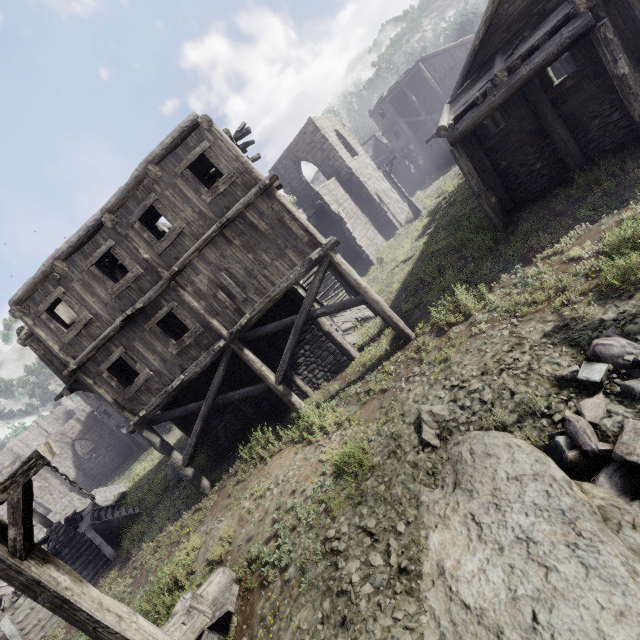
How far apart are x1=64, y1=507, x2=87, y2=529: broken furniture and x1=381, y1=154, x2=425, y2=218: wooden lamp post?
30.1 meters

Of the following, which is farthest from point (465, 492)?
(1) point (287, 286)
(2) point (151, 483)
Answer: (2) point (151, 483)

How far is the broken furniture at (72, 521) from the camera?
17.3m

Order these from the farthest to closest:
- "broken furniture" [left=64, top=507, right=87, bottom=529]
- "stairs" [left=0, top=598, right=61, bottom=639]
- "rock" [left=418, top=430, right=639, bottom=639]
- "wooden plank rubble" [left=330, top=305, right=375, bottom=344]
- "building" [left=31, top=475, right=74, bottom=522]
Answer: "building" [left=31, top=475, right=74, bottom=522]
"broken furniture" [left=64, top=507, right=87, bottom=529]
"wooden plank rubble" [left=330, top=305, right=375, bottom=344]
"stairs" [left=0, top=598, right=61, bottom=639]
"rock" [left=418, top=430, right=639, bottom=639]

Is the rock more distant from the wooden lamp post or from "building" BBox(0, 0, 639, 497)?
the wooden lamp post

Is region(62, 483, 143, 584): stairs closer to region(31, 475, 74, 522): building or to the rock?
region(31, 475, 74, 522): building

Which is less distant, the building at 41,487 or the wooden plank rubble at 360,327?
the wooden plank rubble at 360,327

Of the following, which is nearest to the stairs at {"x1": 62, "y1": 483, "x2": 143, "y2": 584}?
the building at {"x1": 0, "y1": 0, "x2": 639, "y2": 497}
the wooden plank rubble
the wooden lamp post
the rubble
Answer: the building at {"x1": 0, "y1": 0, "x2": 639, "y2": 497}
